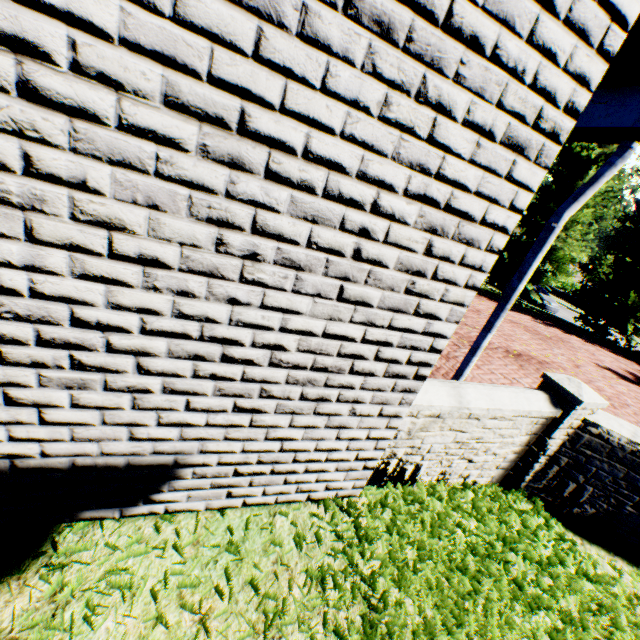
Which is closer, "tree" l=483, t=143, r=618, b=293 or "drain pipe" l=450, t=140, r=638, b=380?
"drain pipe" l=450, t=140, r=638, b=380

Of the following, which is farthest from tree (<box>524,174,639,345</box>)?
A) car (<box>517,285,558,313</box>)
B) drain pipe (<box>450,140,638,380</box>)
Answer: drain pipe (<box>450,140,638,380</box>)

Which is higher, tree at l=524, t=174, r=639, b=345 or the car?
tree at l=524, t=174, r=639, b=345

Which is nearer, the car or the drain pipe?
the drain pipe

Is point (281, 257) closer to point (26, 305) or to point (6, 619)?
point (26, 305)

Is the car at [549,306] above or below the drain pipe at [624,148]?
below

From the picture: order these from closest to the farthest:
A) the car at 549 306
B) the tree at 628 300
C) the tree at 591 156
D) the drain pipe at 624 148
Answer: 1. the drain pipe at 624 148
2. the tree at 628 300
3. the tree at 591 156
4. the car at 549 306

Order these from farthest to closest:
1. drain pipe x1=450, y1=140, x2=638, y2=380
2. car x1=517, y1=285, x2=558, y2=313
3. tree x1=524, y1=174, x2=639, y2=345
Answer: car x1=517, y1=285, x2=558, y2=313 < tree x1=524, y1=174, x2=639, y2=345 < drain pipe x1=450, y1=140, x2=638, y2=380
